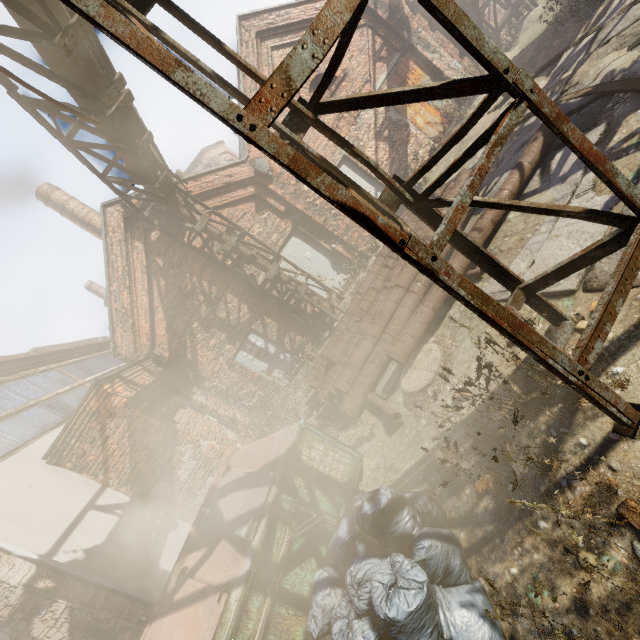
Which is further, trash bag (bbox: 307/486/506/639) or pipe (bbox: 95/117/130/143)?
pipe (bbox: 95/117/130/143)

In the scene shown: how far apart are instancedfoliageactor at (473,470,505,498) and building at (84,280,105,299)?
35.19m

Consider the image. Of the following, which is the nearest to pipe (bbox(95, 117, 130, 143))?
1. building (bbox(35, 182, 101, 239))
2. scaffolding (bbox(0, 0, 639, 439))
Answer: scaffolding (bbox(0, 0, 639, 439))

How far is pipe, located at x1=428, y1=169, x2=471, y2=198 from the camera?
6.3 meters

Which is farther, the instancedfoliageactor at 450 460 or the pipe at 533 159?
the pipe at 533 159

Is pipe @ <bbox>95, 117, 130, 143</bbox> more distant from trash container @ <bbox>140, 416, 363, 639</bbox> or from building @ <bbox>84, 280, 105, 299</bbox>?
building @ <bbox>84, 280, 105, 299</bbox>

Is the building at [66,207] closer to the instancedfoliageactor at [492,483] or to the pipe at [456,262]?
the pipe at [456,262]

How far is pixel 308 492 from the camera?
3.8 meters
